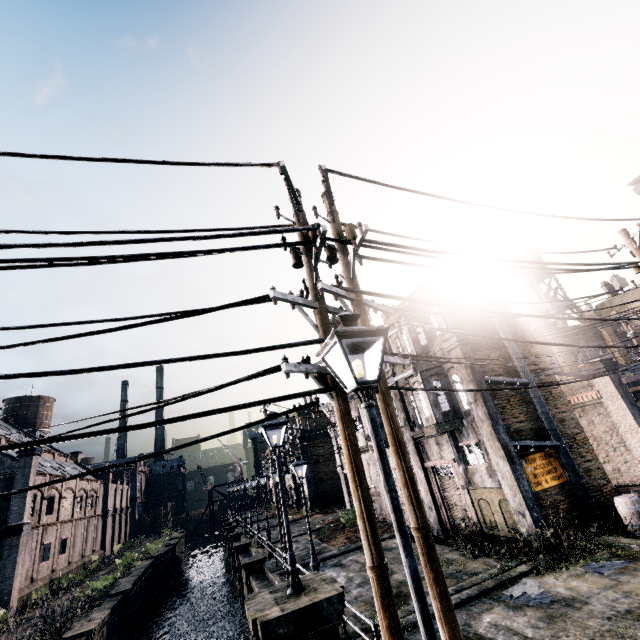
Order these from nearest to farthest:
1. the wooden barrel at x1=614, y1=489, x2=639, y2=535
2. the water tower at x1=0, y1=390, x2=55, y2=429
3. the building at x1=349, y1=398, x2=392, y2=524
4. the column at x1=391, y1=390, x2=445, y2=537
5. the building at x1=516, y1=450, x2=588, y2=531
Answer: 1. the wooden barrel at x1=614, y1=489, x2=639, y2=535
2. the building at x1=516, y1=450, x2=588, y2=531
3. the column at x1=391, y1=390, x2=445, y2=537
4. the building at x1=349, y1=398, x2=392, y2=524
5. the water tower at x1=0, y1=390, x2=55, y2=429

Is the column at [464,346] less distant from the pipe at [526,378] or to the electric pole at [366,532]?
the pipe at [526,378]

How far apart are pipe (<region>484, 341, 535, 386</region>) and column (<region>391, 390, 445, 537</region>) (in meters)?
6.54

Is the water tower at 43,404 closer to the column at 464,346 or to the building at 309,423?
the building at 309,423

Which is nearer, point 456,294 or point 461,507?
point 461,507

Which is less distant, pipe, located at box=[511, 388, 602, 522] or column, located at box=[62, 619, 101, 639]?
pipe, located at box=[511, 388, 602, 522]

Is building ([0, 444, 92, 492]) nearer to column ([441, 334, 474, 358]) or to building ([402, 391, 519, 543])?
building ([402, 391, 519, 543])

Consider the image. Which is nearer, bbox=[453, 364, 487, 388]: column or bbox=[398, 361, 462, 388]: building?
bbox=[453, 364, 487, 388]: column
